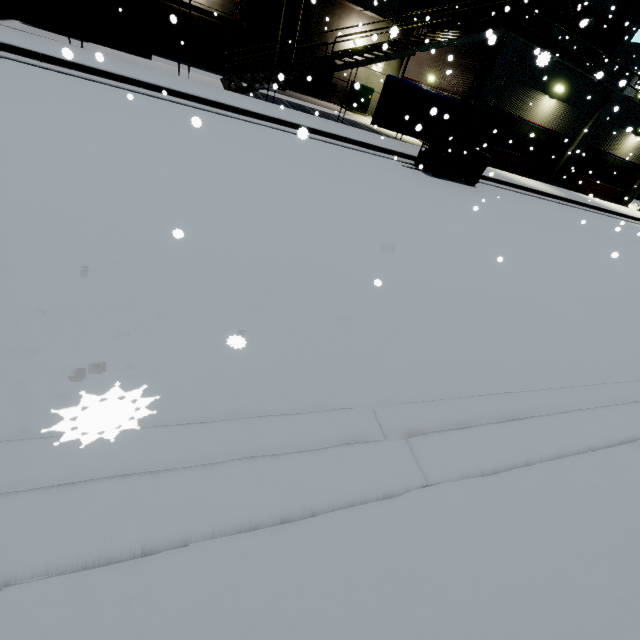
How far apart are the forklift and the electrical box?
11.58m

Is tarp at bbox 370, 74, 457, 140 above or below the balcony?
below

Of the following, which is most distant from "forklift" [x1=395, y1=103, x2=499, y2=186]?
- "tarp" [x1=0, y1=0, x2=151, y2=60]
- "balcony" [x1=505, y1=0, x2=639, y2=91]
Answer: "balcony" [x1=505, y1=0, x2=639, y2=91]

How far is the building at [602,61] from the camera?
23.8m

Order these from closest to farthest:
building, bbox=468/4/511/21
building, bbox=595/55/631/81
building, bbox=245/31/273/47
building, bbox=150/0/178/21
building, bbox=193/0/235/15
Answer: building, bbox=150/0/178/21, building, bbox=193/0/235/15, building, bbox=245/31/273/47, building, bbox=468/4/511/21, building, bbox=595/55/631/81

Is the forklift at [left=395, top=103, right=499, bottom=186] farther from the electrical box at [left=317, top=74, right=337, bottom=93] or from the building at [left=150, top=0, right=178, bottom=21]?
the electrical box at [left=317, top=74, right=337, bottom=93]

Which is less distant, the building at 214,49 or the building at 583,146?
the building at 583,146

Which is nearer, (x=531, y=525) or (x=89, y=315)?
(x=531, y=525)
